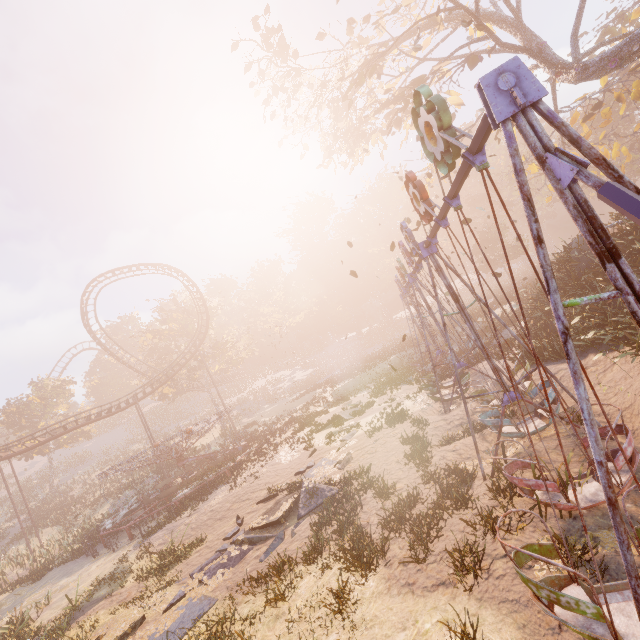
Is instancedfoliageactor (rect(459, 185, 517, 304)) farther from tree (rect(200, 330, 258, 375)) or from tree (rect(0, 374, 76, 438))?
tree (rect(0, 374, 76, 438))

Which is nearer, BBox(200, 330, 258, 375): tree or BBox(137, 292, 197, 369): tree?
BBox(137, 292, 197, 369): tree

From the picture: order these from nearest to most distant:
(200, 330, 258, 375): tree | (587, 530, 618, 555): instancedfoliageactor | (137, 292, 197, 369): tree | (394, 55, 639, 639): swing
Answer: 1. (394, 55, 639, 639): swing
2. (587, 530, 618, 555): instancedfoliageactor
3. (137, 292, 197, 369): tree
4. (200, 330, 258, 375): tree

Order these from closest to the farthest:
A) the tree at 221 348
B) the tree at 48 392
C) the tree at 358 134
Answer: the tree at 358 134
the tree at 48 392
the tree at 221 348

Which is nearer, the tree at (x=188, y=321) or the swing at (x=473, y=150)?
the swing at (x=473, y=150)

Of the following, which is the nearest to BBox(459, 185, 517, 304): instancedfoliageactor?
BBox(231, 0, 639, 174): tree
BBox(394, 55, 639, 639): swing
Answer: BBox(231, 0, 639, 174): tree

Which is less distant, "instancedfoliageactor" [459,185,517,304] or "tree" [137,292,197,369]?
"instancedfoliageactor" [459,185,517,304]

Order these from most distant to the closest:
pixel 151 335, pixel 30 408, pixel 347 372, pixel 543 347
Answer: pixel 151 335
pixel 30 408
pixel 347 372
pixel 543 347
